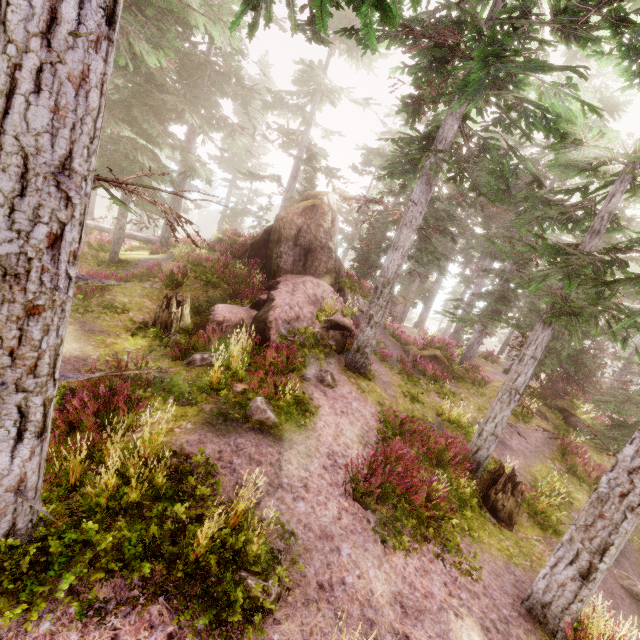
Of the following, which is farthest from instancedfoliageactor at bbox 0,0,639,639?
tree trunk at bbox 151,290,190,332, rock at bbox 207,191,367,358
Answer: tree trunk at bbox 151,290,190,332

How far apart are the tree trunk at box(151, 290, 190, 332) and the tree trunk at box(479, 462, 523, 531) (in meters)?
11.70

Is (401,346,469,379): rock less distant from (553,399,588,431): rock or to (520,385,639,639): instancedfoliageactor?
(520,385,639,639): instancedfoliageactor

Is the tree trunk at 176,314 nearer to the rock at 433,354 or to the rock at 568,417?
the rock at 433,354

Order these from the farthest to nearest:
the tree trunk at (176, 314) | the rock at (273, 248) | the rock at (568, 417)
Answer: the rock at (568, 417), the rock at (273, 248), the tree trunk at (176, 314)

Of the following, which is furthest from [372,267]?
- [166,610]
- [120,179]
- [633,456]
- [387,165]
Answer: [166,610]

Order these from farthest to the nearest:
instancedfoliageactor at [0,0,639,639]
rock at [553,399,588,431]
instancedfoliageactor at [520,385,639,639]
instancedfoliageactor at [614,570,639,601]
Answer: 1. rock at [553,399,588,431]
2. instancedfoliageactor at [614,570,639,601]
3. instancedfoliageactor at [520,385,639,639]
4. instancedfoliageactor at [0,0,639,639]
